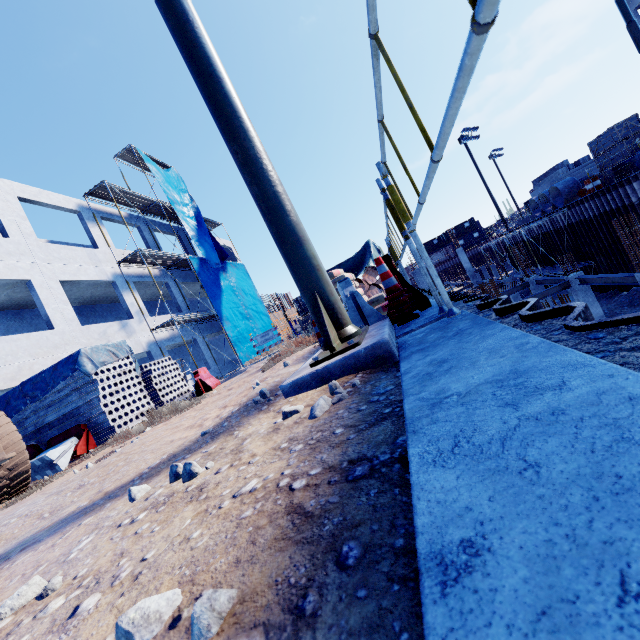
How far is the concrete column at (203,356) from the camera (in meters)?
19.81

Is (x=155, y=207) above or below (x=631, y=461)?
above

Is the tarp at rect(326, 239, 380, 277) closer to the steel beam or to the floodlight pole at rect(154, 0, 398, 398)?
the floodlight pole at rect(154, 0, 398, 398)

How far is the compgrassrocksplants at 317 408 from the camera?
1.9 meters

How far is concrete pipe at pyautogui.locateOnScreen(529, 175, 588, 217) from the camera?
22.0m

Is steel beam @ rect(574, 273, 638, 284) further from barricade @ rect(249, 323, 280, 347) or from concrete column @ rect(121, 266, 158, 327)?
concrete column @ rect(121, 266, 158, 327)

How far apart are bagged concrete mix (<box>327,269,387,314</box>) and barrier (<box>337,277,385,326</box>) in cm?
44

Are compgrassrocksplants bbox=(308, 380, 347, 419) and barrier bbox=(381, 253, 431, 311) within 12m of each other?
yes
